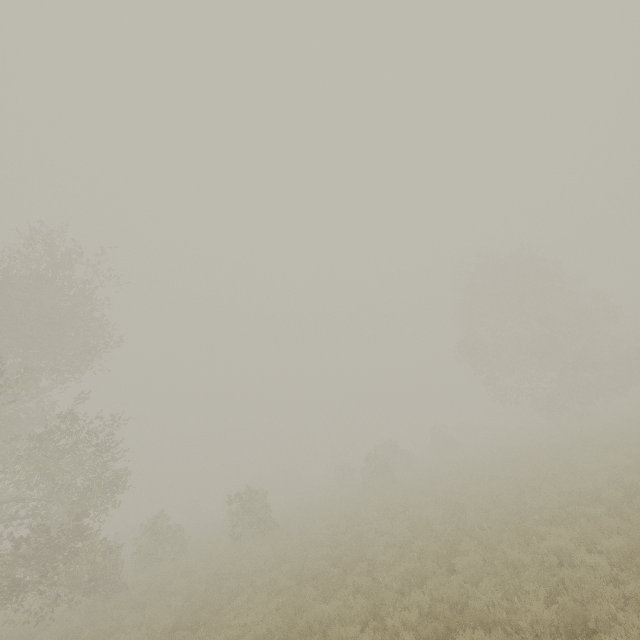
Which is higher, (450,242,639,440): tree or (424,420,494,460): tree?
Result: (450,242,639,440): tree

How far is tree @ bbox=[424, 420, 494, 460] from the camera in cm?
3656

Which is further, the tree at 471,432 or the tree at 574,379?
the tree at 471,432

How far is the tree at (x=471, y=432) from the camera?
36.6m

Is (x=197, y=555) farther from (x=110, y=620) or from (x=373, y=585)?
(x=373, y=585)

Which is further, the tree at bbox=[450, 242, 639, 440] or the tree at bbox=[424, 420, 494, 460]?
the tree at bbox=[424, 420, 494, 460]
